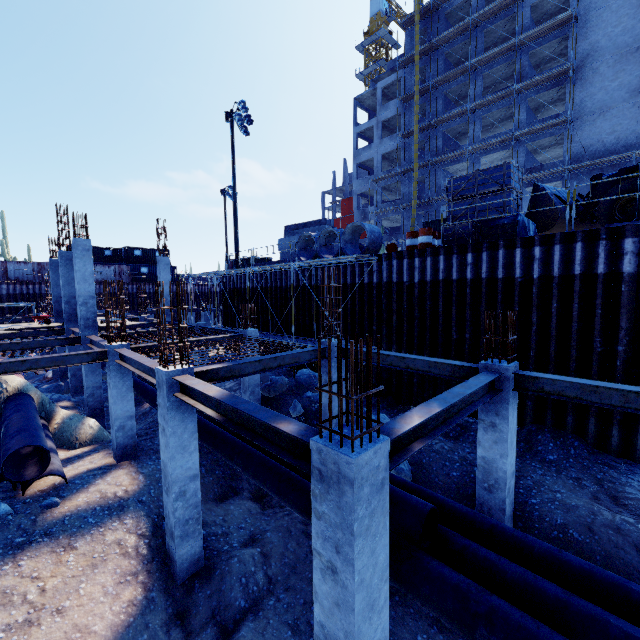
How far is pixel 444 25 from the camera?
34.2m

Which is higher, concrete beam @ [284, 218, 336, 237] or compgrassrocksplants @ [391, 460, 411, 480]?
concrete beam @ [284, 218, 336, 237]

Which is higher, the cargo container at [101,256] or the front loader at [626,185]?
the cargo container at [101,256]

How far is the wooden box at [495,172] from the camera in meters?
11.0 m

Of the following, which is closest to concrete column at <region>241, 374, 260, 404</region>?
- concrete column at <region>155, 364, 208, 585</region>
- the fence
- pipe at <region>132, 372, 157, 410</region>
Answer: pipe at <region>132, 372, 157, 410</region>

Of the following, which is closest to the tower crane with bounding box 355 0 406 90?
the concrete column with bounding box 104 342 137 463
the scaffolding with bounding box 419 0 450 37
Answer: the scaffolding with bounding box 419 0 450 37

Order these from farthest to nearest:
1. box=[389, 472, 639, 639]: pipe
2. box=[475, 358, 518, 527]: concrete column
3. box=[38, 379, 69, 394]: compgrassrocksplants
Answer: box=[38, 379, 69, 394]: compgrassrocksplants < box=[475, 358, 518, 527]: concrete column < box=[389, 472, 639, 639]: pipe

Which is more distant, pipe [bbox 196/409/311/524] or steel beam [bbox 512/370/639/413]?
pipe [bbox 196/409/311/524]
